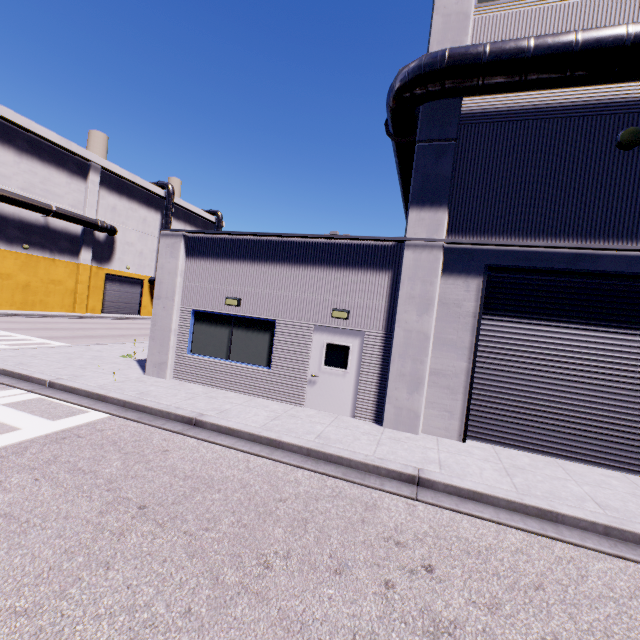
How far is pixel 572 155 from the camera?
7.4 meters

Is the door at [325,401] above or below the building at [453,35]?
below

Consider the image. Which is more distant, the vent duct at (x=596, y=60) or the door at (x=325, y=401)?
the door at (x=325, y=401)

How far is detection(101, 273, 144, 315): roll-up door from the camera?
35.4m

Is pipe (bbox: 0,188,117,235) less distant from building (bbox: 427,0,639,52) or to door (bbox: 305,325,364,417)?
building (bbox: 427,0,639,52)

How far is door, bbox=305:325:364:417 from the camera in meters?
8.9 m

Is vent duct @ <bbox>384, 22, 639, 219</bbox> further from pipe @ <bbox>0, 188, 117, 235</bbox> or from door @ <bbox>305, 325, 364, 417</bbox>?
pipe @ <bbox>0, 188, 117, 235</bbox>

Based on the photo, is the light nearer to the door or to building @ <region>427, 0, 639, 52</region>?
building @ <region>427, 0, 639, 52</region>
